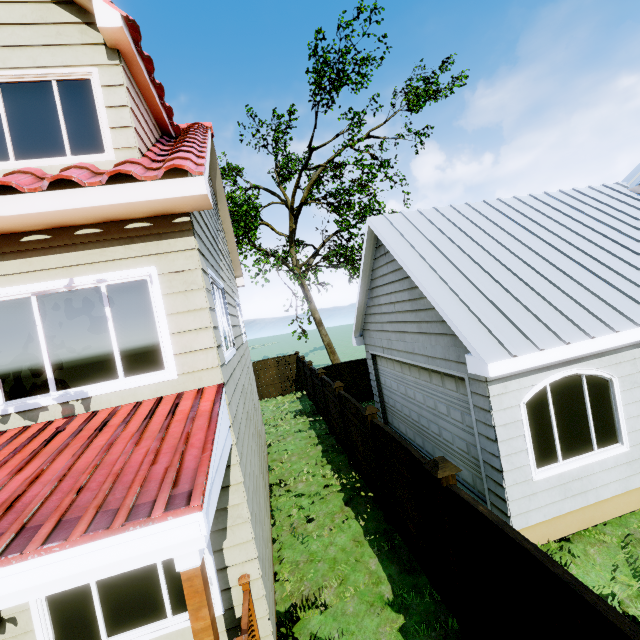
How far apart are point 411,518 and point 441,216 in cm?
663

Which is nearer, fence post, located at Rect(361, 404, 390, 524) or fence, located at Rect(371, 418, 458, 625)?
fence, located at Rect(371, 418, 458, 625)

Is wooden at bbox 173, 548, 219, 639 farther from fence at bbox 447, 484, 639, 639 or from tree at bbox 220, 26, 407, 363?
tree at bbox 220, 26, 407, 363

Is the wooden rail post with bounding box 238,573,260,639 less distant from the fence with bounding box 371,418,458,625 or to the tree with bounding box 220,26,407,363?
the fence with bounding box 371,418,458,625

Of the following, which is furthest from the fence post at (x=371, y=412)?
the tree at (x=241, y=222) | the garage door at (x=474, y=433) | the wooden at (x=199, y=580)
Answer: the tree at (x=241, y=222)

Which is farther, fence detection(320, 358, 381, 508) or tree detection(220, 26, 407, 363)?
tree detection(220, 26, 407, 363)

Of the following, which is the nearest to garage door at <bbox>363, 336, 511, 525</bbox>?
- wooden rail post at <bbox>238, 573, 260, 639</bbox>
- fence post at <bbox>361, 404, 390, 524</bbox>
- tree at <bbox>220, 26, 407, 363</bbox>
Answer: fence post at <bbox>361, 404, 390, 524</bbox>

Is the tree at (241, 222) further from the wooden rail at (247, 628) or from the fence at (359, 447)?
the wooden rail at (247, 628)
